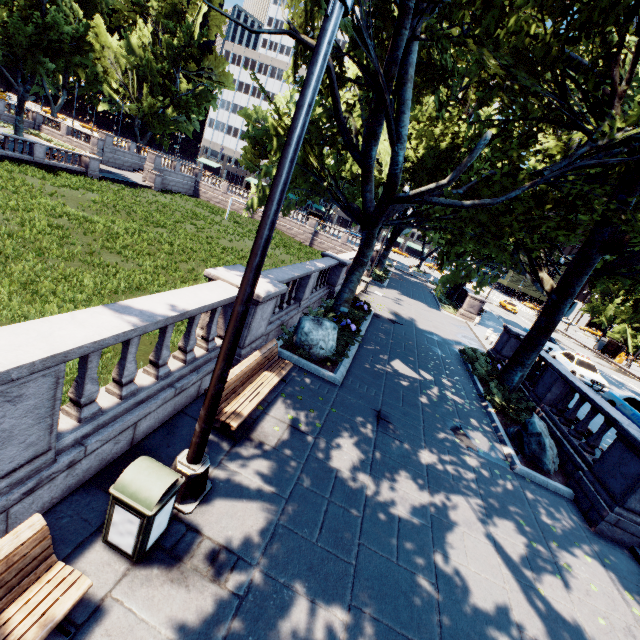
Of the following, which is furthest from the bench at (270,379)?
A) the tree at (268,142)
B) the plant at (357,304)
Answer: A: the plant at (357,304)

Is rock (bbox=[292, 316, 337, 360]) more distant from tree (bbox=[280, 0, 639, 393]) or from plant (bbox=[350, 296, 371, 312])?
plant (bbox=[350, 296, 371, 312])

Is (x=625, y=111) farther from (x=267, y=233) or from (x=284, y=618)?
(x=284, y=618)

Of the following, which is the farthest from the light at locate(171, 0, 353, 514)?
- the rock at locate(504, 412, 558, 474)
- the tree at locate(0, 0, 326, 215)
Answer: the rock at locate(504, 412, 558, 474)

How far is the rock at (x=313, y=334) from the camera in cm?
956

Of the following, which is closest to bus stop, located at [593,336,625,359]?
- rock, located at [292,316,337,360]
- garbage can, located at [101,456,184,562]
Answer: rock, located at [292,316,337,360]

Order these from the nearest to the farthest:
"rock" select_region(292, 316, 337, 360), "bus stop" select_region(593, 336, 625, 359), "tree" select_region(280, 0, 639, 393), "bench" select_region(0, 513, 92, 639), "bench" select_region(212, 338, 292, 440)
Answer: "bench" select_region(0, 513, 92, 639) → "bench" select_region(212, 338, 292, 440) → "tree" select_region(280, 0, 639, 393) → "rock" select_region(292, 316, 337, 360) → "bus stop" select_region(593, 336, 625, 359)

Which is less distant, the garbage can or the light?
the light
